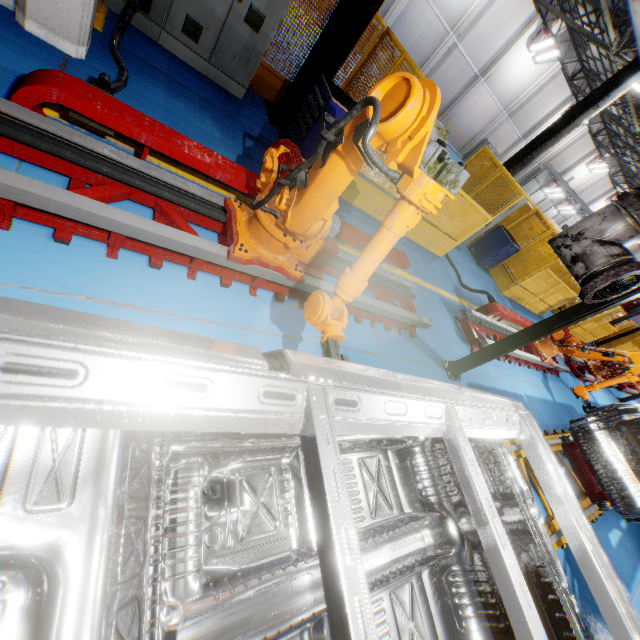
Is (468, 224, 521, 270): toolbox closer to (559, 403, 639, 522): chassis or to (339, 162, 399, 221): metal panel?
(339, 162, 399, 221): metal panel

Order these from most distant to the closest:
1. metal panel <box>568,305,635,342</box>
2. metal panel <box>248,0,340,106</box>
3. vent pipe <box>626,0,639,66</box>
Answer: metal panel <box>568,305,635,342</box> < metal panel <box>248,0,340,106</box> < vent pipe <box>626,0,639,66</box>

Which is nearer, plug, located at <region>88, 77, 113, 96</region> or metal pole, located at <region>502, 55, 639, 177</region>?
plug, located at <region>88, 77, 113, 96</region>

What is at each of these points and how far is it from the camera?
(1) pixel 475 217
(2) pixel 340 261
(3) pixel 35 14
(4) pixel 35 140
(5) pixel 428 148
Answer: (1) metal panel, 7.6 meters
(2) metal platform, 4.5 meters
(3) cement column, 3.2 meters
(4) metal platform, 2.4 meters
(5) robot arm, 1.7 meters

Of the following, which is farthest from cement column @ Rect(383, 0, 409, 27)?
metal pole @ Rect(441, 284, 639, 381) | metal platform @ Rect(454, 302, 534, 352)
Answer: metal pole @ Rect(441, 284, 639, 381)

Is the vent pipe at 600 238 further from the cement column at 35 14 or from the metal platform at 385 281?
the cement column at 35 14

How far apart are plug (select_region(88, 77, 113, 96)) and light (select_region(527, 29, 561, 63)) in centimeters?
2840cm

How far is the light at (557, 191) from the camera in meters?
29.1 m
